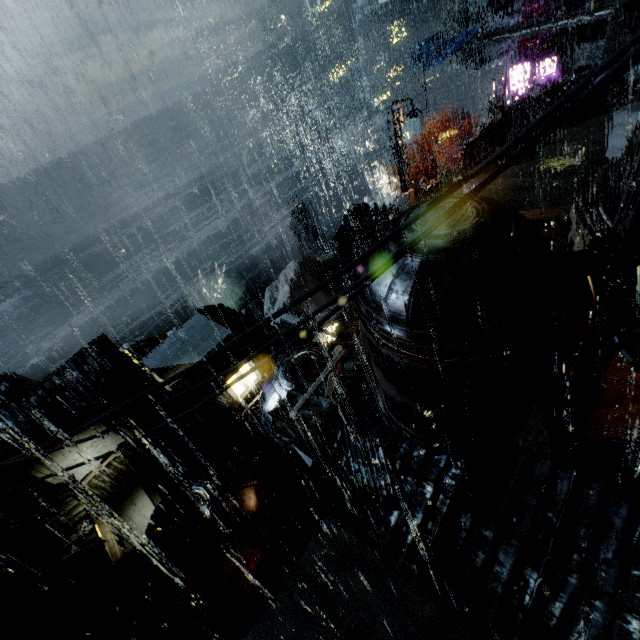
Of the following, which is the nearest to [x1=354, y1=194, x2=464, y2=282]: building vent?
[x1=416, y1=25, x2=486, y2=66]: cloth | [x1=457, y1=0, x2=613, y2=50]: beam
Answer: [x1=457, y1=0, x2=613, y2=50]: beam

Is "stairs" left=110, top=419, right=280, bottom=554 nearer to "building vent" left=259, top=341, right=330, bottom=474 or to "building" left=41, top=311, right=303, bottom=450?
"building" left=41, top=311, right=303, bottom=450

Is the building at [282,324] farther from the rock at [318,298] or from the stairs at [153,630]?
the rock at [318,298]

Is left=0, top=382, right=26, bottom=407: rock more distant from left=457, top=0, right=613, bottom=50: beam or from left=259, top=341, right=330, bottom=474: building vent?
left=457, top=0, right=613, bottom=50: beam

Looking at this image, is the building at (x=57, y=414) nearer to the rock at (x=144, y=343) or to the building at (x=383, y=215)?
the building at (x=383, y=215)

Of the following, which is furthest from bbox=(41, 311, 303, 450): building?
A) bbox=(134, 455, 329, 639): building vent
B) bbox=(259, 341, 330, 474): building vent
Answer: bbox=(259, 341, 330, 474): building vent

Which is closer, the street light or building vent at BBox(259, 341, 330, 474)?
building vent at BBox(259, 341, 330, 474)

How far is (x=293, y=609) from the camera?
13.4m
